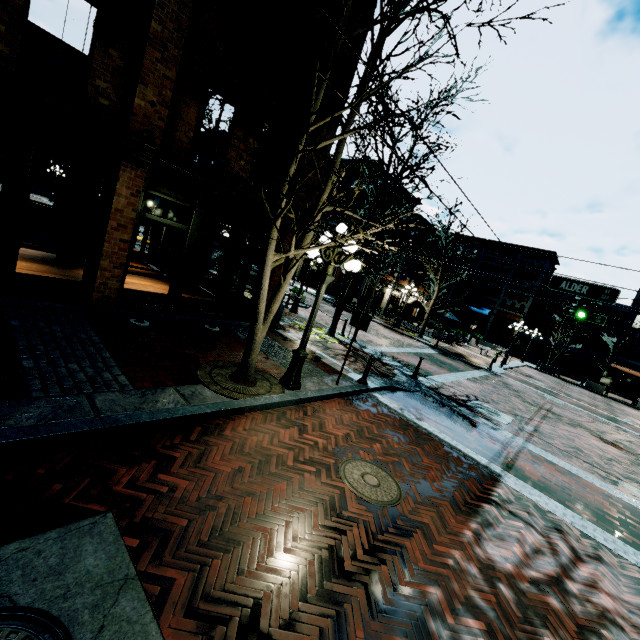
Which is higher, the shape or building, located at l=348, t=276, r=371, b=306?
building, located at l=348, t=276, r=371, b=306

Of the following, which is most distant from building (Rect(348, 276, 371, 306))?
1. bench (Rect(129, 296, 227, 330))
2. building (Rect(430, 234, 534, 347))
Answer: building (Rect(430, 234, 534, 347))

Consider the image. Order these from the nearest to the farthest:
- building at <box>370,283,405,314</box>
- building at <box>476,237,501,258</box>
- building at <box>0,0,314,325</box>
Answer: building at <box>0,0,314,325</box>, building at <box>370,283,405,314</box>, building at <box>476,237,501,258</box>

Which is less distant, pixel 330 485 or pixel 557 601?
pixel 557 601

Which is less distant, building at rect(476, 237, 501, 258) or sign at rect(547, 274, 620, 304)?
sign at rect(547, 274, 620, 304)

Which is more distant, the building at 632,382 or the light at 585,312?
the building at 632,382

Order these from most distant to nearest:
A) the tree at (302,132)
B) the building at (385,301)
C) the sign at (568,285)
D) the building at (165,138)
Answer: the building at (385,301)
the sign at (568,285)
the building at (165,138)
the tree at (302,132)

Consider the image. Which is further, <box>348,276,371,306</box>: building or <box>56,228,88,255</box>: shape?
<box>348,276,371,306</box>: building
